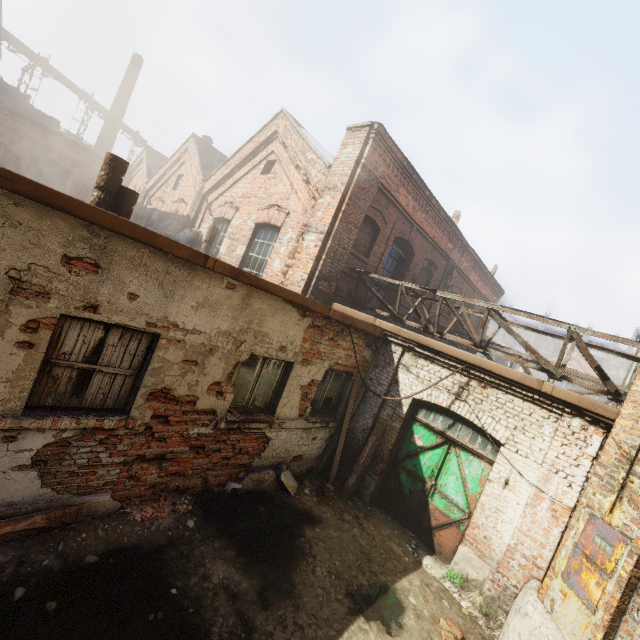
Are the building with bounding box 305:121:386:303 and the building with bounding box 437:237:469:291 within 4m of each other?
no

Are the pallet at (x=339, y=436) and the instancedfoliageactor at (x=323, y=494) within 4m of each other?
yes

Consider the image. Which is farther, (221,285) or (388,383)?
(388,383)

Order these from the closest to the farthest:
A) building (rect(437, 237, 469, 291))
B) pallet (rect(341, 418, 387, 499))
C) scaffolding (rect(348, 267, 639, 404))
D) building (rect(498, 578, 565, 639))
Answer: building (rect(498, 578, 565, 639)) < scaffolding (rect(348, 267, 639, 404)) < pallet (rect(341, 418, 387, 499)) < building (rect(437, 237, 469, 291))

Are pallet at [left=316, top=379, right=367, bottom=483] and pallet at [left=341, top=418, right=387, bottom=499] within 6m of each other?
yes

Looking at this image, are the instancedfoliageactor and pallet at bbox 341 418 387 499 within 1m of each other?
yes

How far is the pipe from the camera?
4.07m

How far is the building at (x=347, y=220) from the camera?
8.06m
